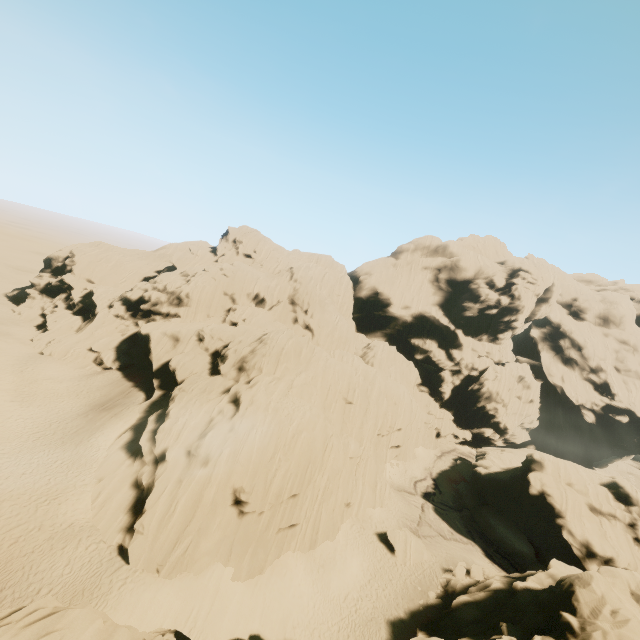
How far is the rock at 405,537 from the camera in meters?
30.9 m

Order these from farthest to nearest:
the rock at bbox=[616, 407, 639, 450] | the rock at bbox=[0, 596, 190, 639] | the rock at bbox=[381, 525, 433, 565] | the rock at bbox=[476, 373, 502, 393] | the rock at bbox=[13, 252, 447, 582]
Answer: the rock at bbox=[476, 373, 502, 393] → the rock at bbox=[616, 407, 639, 450] → the rock at bbox=[381, 525, 433, 565] → the rock at bbox=[13, 252, 447, 582] → the rock at bbox=[0, 596, 190, 639]

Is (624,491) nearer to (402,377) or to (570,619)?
(570,619)

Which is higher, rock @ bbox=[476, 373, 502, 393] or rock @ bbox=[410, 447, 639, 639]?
rock @ bbox=[476, 373, 502, 393]

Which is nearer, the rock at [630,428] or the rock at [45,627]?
the rock at [45,627]

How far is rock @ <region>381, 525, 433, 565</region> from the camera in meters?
30.9
